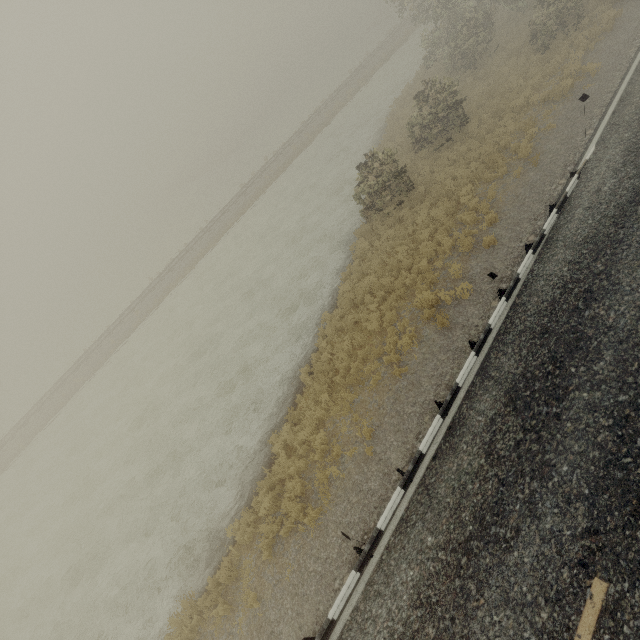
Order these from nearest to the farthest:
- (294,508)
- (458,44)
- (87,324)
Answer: (294,508) → (458,44) → (87,324)
